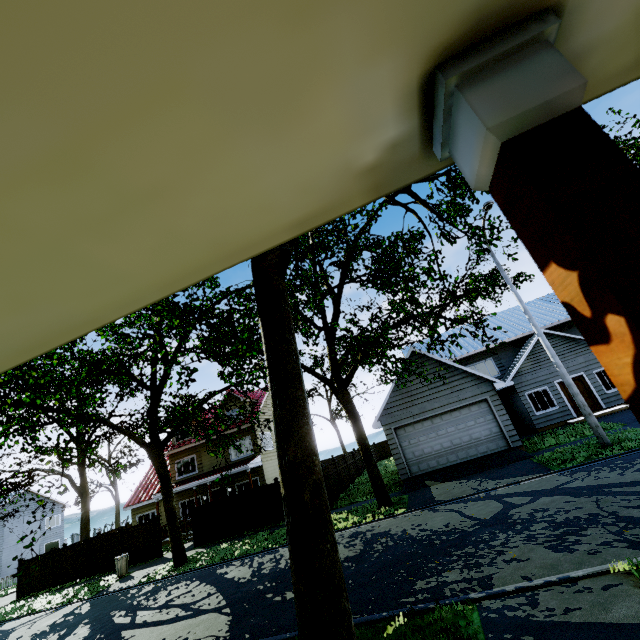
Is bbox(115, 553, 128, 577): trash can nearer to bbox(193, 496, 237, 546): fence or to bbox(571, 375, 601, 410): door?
bbox(193, 496, 237, 546): fence

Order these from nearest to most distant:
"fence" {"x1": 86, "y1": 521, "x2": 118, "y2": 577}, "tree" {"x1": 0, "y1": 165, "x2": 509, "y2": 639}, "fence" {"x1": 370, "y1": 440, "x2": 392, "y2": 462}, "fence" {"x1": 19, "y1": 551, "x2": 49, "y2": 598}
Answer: "tree" {"x1": 0, "y1": 165, "x2": 509, "y2": 639} < "fence" {"x1": 86, "y1": 521, "x2": 118, "y2": 577} < "fence" {"x1": 19, "y1": 551, "x2": 49, "y2": 598} < "fence" {"x1": 370, "y1": 440, "x2": 392, "y2": 462}

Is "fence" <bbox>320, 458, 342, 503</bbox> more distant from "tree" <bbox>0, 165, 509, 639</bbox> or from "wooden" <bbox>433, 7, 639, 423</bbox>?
"wooden" <bbox>433, 7, 639, 423</bbox>

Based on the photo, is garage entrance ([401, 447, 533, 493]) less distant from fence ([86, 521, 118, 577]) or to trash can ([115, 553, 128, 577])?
fence ([86, 521, 118, 577])

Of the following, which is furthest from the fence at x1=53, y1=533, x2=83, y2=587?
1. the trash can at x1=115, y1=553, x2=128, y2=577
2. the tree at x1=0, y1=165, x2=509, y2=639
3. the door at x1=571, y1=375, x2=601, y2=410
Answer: the door at x1=571, y1=375, x2=601, y2=410

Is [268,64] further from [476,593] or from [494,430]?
Result: [494,430]

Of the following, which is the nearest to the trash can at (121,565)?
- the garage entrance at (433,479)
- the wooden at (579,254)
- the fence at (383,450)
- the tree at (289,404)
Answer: the fence at (383,450)

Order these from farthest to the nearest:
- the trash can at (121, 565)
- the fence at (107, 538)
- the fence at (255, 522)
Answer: the fence at (107, 538) → the fence at (255, 522) → the trash can at (121, 565)
